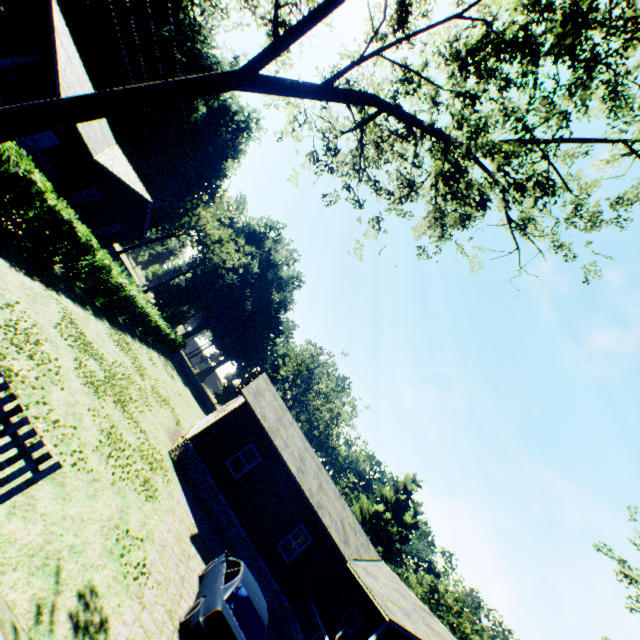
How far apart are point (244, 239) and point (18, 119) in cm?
4667

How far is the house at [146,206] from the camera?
19.89m

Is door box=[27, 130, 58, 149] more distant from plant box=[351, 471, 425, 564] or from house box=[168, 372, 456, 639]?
plant box=[351, 471, 425, 564]

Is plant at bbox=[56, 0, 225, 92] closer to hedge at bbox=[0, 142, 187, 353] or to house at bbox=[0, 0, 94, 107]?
house at bbox=[0, 0, 94, 107]

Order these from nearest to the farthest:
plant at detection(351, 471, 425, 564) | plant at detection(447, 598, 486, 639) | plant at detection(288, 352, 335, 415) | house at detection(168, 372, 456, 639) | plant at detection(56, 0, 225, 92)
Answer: house at detection(168, 372, 456, 639), plant at detection(56, 0, 225, 92), plant at detection(351, 471, 425, 564), plant at detection(288, 352, 335, 415), plant at detection(447, 598, 486, 639)

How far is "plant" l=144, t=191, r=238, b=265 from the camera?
49.69m

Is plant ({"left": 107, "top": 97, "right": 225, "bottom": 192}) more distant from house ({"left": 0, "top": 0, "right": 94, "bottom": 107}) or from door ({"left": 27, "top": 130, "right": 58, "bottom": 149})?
door ({"left": 27, "top": 130, "right": 58, "bottom": 149})

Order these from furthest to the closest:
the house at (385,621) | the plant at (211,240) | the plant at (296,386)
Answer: the plant at (296,386), the plant at (211,240), the house at (385,621)
